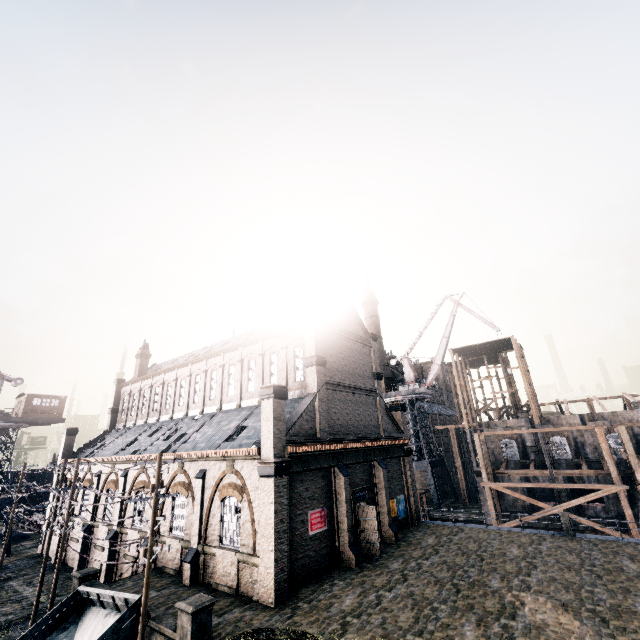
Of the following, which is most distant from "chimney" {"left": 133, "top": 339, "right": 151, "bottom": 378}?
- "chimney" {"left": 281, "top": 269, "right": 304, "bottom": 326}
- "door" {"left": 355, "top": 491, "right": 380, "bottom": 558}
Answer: "door" {"left": 355, "top": 491, "right": 380, "bottom": 558}

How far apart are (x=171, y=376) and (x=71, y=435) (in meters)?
16.04

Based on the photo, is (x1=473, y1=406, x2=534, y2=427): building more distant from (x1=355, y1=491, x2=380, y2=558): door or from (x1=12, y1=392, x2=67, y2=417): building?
(x1=12, y1=392, x2=67, y2=417): building

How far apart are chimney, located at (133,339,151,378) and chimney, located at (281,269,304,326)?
28.5 meters

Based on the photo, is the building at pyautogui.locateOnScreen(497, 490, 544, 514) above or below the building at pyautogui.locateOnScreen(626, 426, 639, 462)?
below

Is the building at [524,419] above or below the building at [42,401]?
below

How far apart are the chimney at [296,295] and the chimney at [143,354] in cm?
2848
